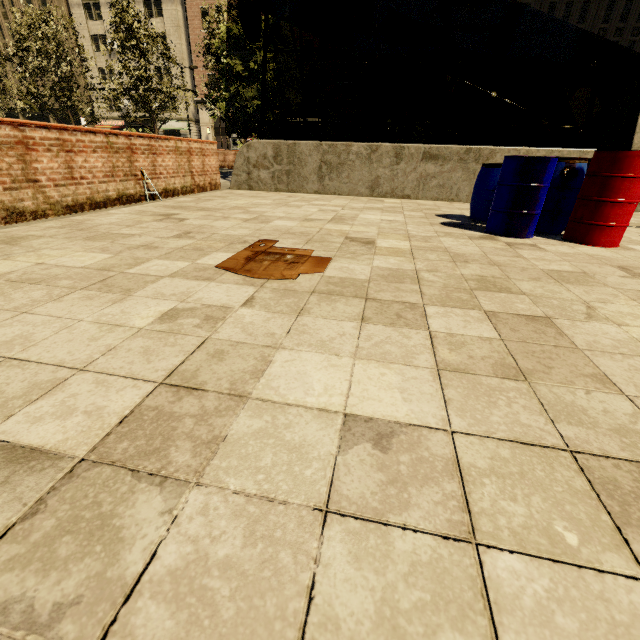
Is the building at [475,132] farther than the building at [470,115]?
Yes

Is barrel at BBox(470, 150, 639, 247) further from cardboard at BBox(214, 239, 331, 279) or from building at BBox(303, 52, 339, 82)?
building at BBox(303, 52, 339, 82)

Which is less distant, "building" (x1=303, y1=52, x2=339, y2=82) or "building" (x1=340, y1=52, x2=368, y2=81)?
"building" (x1=340, y1=52, x2=368, y2=81)

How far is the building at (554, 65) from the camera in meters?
31.8

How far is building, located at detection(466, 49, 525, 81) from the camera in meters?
32.8

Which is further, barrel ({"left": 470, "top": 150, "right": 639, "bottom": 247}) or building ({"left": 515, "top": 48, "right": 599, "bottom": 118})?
building ({"left": 515, "top": 48, "right": 599, "bottom": 118})

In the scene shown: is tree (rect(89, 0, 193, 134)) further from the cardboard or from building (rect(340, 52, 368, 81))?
building (rect(340, 52, 368, 81))

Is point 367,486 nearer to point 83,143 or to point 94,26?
point 83,143
